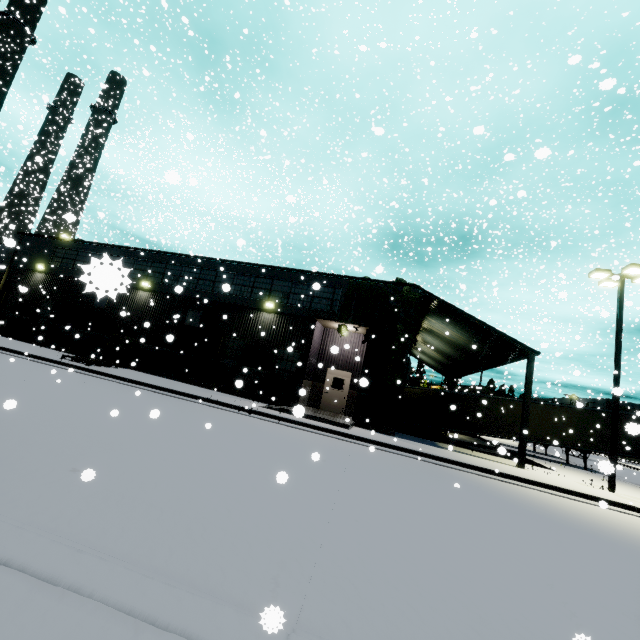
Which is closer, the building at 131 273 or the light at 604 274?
the light at 604 274

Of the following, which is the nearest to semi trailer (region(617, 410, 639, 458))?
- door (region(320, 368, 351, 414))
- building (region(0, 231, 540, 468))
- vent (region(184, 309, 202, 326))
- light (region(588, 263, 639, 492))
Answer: building (region(0, 231, 540, 468))

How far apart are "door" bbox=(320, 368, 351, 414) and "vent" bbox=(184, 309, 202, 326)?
8.0 meters

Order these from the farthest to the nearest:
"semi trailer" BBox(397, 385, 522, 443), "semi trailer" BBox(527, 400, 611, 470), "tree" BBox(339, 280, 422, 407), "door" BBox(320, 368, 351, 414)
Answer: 1. "semi trailer" BBox(397, 385, 522, 443)
2. "semi trailer" BBox(527, 400, 611, 470)
3. "door" BBox(320, 368, 351, 414)
4. "tree" BBox(339, 280, 422, 407)

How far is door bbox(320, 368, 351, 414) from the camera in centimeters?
1889cm

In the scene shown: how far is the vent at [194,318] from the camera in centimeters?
1973cm

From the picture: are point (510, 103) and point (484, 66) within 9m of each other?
yes

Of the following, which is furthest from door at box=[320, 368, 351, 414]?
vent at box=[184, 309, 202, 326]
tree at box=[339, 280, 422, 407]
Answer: vent at box=[184, 309, 202, 326]
